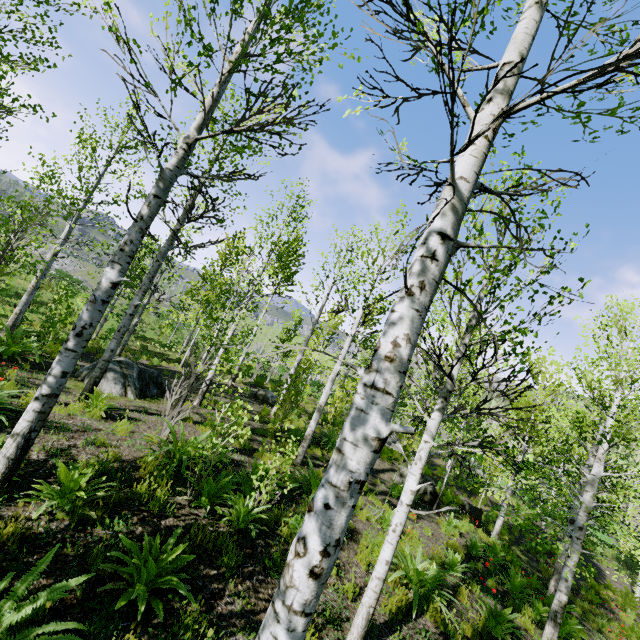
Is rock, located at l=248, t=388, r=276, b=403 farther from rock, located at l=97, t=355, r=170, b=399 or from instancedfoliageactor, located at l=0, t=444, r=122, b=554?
rock, located at l=97, t=355, r=170, b=399

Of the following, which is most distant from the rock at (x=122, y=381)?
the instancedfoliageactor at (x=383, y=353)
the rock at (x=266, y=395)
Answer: the rock at (x=266, y=395)

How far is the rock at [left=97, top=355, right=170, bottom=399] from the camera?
9.38m

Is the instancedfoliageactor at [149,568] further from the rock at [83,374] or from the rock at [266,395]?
the rock at [266,395]

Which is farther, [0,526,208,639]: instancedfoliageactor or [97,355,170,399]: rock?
[97,355,170,399]: rock

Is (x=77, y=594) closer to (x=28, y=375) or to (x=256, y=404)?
(x=28, y=375)
